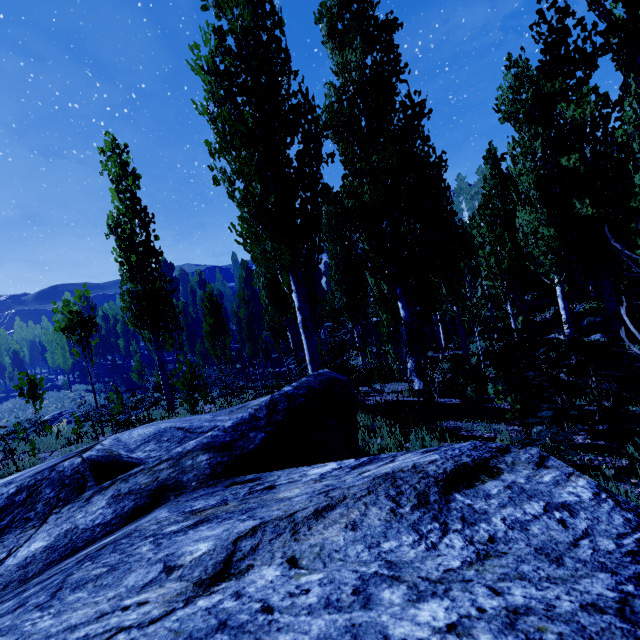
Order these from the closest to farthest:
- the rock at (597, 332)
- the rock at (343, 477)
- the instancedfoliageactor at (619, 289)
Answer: the rock at (343, 477), the instancedfoliageactor at (619, 289), the rock at (597, 332)

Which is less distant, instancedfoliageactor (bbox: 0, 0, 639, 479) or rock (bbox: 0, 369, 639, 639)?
rock (bbox: 0, 369, 639, 639)

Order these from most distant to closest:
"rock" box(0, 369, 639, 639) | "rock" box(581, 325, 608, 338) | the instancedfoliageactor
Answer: "rock" box(581, 325, 608, 338)
the instancedfoliageactor
"rock" box(0, 369, 639, 639)

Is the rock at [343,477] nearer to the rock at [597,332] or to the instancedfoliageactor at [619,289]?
the instancedfoliageactor at [619,289]

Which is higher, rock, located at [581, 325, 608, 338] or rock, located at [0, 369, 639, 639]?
rock, located at [0, 369, 639, 639]

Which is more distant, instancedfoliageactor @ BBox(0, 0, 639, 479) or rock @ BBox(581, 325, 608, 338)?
rock @ BBox(581, 325, 608, 338)

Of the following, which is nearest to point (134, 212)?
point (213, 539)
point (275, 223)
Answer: point (275, 223)

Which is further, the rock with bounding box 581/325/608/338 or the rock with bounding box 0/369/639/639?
the rock with bounding box 581/325/608/338
